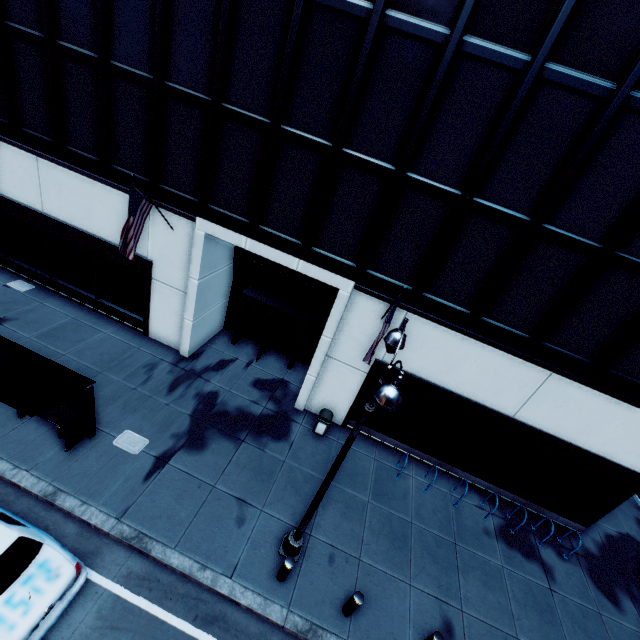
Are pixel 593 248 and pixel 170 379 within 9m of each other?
no

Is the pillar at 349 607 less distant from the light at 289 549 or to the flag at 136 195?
the light at 289 549

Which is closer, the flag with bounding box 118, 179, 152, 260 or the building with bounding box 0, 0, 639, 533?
the building with bounding box 0, 0, 639, 533

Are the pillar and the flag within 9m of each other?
no

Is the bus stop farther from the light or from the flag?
the light

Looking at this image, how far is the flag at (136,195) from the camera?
9.58m

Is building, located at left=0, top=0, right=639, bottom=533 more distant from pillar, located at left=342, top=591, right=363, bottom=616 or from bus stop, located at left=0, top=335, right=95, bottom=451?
pillar, located at left=342, top=591, right=363, bottom=616

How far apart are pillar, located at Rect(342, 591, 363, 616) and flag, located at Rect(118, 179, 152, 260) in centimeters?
1149cm
